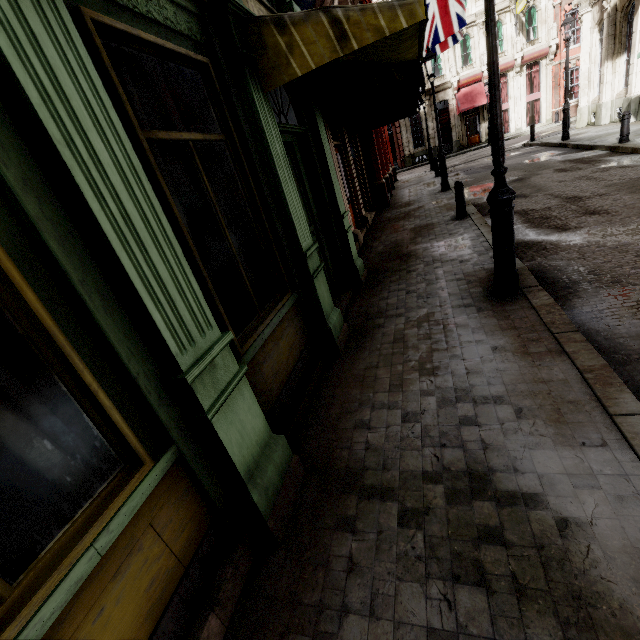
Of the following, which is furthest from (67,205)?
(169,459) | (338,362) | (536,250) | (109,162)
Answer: (536,250)

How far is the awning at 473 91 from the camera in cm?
2820

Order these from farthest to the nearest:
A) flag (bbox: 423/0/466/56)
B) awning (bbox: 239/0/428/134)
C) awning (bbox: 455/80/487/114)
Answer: awning (bbox: 455/80/487/114), flag (bbox: 423/0/466/56), awning (bbox: 239/0/428/134)

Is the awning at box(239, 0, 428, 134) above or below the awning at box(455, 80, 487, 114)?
below

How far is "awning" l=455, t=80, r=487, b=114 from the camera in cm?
2820

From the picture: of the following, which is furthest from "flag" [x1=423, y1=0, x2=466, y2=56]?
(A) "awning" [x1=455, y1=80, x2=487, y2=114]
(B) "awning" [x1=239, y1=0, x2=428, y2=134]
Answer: (A) "awning" [x1=455, y1=80, x2=487, y2=114]

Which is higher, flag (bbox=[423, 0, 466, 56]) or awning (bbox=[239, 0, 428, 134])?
flag (bbox=[423, 0, 466, 56])

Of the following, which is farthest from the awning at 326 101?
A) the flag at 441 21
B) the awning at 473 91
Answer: the awning at 473 91
